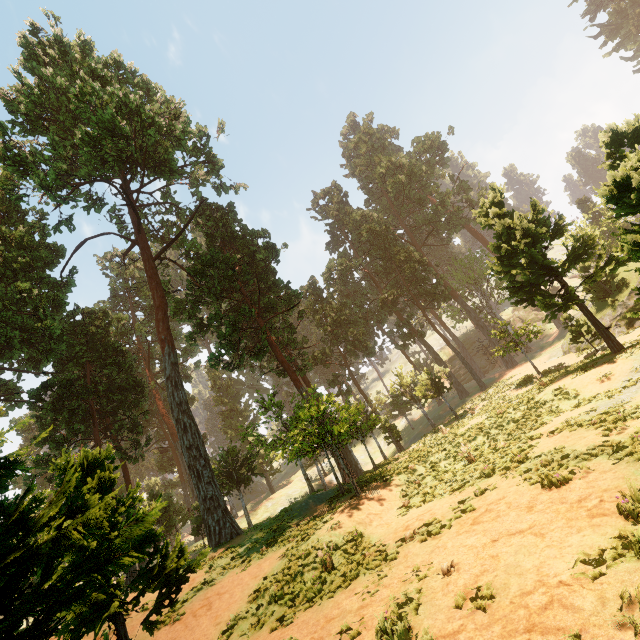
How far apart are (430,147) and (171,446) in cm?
5995

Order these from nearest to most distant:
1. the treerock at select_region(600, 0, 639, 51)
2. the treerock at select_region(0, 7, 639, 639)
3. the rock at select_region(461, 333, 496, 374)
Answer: the treerock at select_region(0, 7, 639, 639)
the treerock at select_region(600, 0, 639, 51)
the rock at select_region(461, 333, 496, 374)

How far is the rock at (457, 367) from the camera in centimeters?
5538cm

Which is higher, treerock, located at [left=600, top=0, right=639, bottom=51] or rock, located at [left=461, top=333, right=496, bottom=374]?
treerock, located at [left=600, top=0, right=639, bottom=51]

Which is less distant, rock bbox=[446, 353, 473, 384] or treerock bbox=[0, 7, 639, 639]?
treerock bbox=[0, 7, 639, 639]
